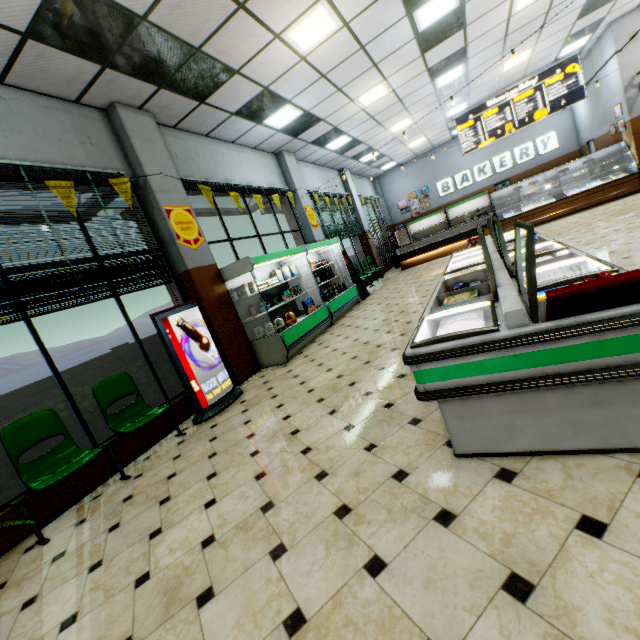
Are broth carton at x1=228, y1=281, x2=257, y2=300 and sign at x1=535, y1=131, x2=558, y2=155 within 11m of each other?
no

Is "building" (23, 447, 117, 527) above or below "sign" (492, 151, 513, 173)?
below

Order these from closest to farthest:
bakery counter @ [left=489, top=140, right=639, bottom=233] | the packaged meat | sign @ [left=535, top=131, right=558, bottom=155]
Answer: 1. the packaged meat
2. bakery counter @ [left=489, top=140, right=639, bottom=233]
3. sign @ [left=535, top=131, right=558, bottom=155]

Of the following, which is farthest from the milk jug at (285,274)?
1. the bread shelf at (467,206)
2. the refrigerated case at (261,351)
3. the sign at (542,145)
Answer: the sign at (542,145)

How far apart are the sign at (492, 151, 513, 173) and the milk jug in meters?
14.0 m

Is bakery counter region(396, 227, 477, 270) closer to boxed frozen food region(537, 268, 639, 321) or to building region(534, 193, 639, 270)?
building region(534, 193, 639, 270)

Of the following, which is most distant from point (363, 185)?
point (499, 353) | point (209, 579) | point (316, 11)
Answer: point (209, 579)

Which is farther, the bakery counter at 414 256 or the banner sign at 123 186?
the bakery counter at 414 256
